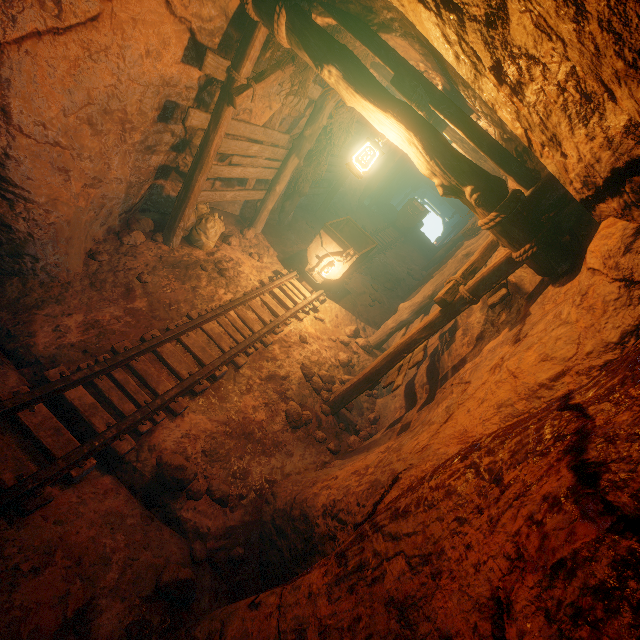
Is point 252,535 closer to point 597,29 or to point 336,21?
point 597,29

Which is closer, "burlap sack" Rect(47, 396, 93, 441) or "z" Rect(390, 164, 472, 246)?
"burlap sack" Rect(47, 396, 93, 441)

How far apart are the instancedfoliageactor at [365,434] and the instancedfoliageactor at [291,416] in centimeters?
78cm

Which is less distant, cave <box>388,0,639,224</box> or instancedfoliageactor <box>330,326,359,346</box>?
cave <box>388,0,639,224</box>

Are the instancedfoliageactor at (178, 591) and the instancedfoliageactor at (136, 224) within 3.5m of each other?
no

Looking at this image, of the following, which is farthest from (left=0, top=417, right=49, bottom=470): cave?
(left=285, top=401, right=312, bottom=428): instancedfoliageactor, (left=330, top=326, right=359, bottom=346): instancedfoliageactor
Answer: (left=330, top=326, right=359, bottom=346): instancedfoliageactor

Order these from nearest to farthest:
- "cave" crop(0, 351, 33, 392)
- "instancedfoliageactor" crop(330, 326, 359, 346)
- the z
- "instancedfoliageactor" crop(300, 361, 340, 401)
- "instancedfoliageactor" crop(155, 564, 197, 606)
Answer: "instancedfoliageactor" crop(155, 564, 197, 606) → "cave" crop(0, 351, 33, 392) → "instancedfoliageactor" crop(300, 361, 340, 401) → "instancedfoliageactor" crop(330, 326, 359, 346) → the z

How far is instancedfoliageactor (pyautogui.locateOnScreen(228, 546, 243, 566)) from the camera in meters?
3.3
